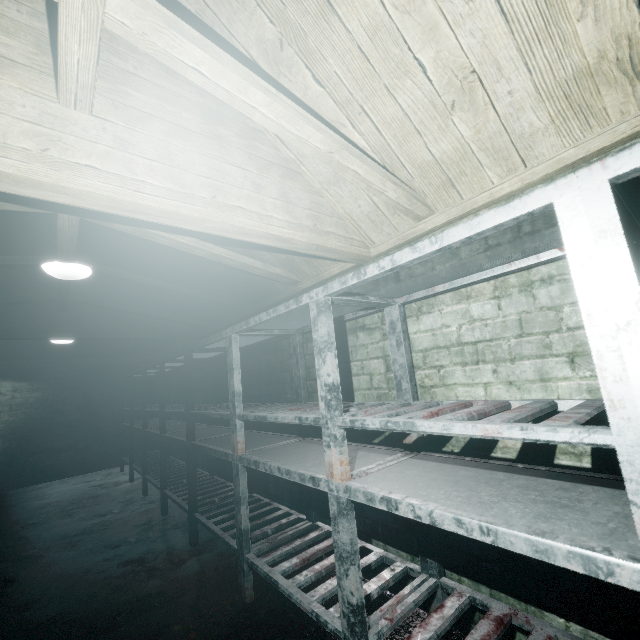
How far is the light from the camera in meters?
2.3 m

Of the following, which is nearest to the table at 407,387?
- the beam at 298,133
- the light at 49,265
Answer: the beam at 298,133

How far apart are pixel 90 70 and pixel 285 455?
1.94m

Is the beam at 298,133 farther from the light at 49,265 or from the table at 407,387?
the light at 49,265

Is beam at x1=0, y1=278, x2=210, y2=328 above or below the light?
above

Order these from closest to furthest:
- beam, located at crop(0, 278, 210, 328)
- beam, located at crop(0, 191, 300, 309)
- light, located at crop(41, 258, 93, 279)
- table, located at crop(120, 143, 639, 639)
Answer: table, located at crop(120, 143, 639, 639)
beam, located at crop(0, 191, 300, 309)
light, located at crop(41, 258, 93, 279)
beam, located at crop(0, 278, 210, 328)

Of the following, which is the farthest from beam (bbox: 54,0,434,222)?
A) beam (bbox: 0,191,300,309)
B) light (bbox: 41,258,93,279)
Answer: light (bbox: 41,258,93,279)

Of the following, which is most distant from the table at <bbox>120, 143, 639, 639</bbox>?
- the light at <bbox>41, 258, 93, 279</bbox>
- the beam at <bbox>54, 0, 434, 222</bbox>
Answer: the light at <bbox>41, 258, 93, 279</bbox>
